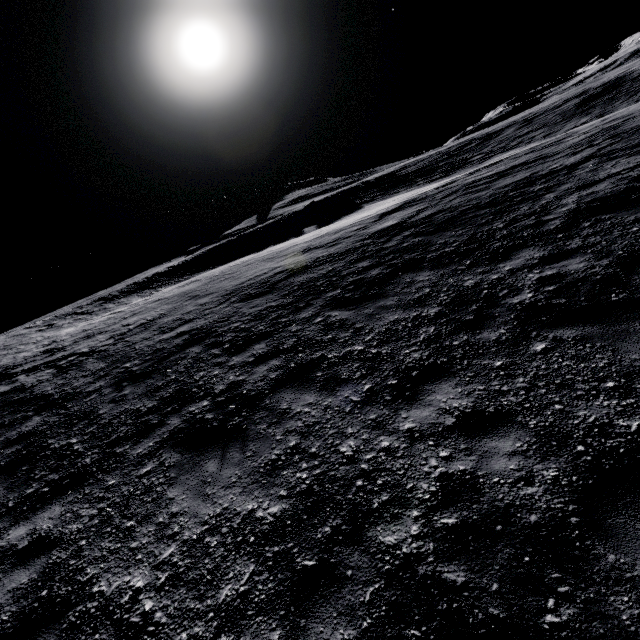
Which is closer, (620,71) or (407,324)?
(407,324)
